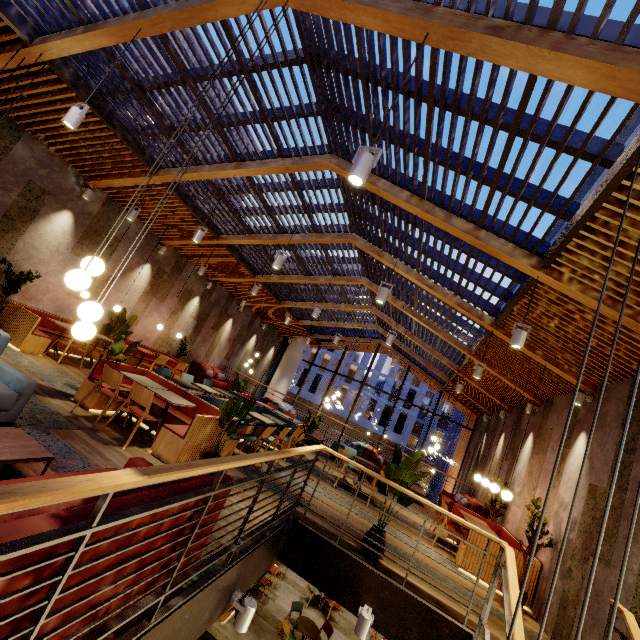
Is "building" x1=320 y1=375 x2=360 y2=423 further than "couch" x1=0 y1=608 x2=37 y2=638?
Yes

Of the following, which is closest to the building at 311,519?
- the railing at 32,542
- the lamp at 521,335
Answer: the railing at 32,542

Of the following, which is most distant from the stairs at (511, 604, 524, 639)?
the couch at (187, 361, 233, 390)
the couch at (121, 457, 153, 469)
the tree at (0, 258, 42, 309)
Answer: the couch at (187, 361, 233, 390)

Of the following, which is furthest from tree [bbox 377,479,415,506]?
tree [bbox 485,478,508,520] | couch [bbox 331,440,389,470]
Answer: couch [bbox 331,440,389,470]

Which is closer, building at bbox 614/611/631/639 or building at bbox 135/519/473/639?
building at bbox 135/519/473/639

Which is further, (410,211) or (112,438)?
(410,211)

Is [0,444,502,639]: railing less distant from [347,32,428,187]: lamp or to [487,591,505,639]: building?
[487,591,505,639]: building

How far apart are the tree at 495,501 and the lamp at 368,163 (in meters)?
8.95
